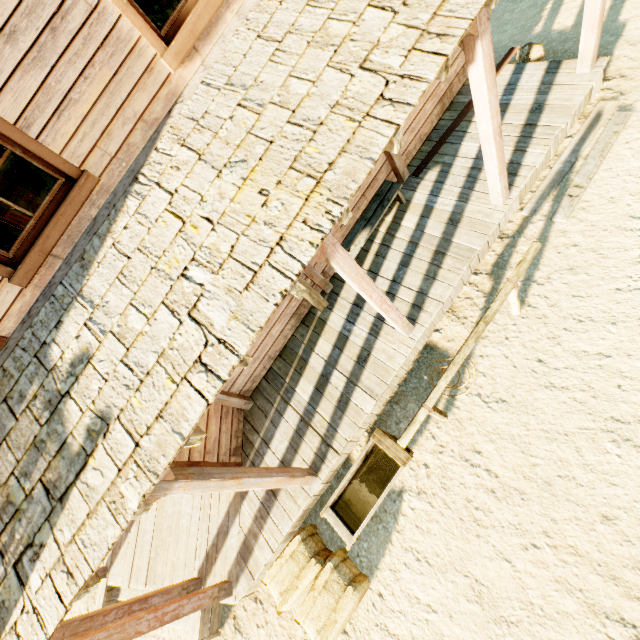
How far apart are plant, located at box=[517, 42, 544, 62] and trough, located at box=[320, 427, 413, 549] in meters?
6.6 m

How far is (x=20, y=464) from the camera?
2.78m

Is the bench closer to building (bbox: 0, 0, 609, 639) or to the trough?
building (bbox: 0, 0, 609, 639)

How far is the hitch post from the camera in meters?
3.7 m

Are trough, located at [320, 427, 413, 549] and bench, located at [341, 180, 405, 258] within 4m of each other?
yes

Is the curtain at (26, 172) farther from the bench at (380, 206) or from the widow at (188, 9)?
the bench at (380, 206)

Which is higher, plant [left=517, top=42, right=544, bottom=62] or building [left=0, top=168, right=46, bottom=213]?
building [left=0, top=168, right=46, bottom=213]

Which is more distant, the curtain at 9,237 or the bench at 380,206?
the bench at 380,206
